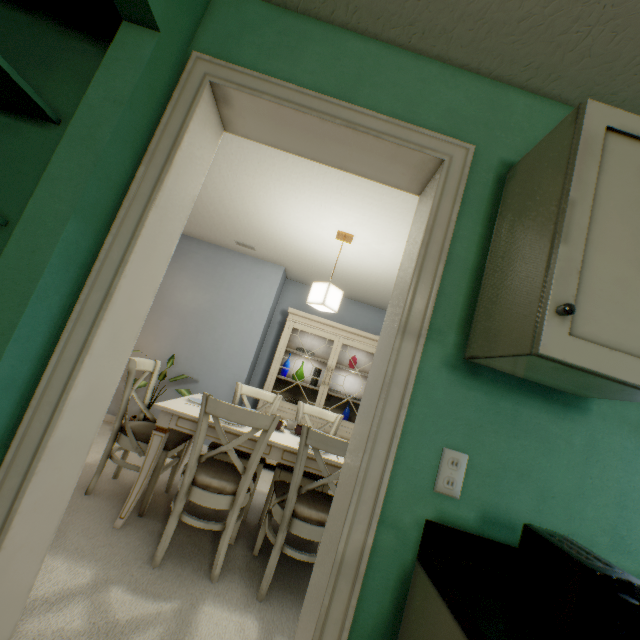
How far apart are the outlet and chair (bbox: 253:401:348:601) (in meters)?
0.95

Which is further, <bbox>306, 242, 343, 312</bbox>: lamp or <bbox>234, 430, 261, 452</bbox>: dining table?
<bbox>306, 242, 343, 312</bbox>: lamp

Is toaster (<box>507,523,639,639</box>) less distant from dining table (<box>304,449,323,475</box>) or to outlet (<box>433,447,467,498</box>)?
outlet (<box>433,447,467,498</box>)

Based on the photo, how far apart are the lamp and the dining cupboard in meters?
1.3 m

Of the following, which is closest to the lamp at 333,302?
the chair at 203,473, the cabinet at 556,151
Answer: the chair at 203,473

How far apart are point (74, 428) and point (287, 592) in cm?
168

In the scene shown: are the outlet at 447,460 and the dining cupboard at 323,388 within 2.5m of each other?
no

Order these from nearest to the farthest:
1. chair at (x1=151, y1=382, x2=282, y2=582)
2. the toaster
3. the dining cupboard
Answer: the toaster < chair at (x1=151, y1=382, x2=282, y2=582) < the dining cupboard
